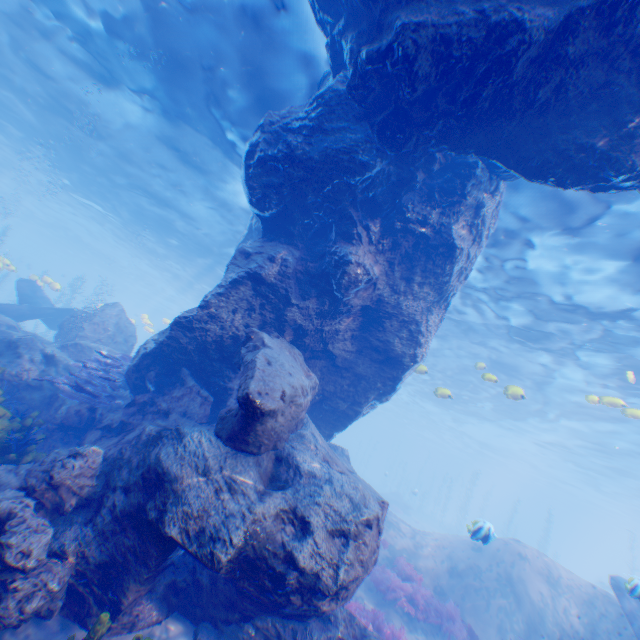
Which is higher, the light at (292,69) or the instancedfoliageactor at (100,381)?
the light at (292,69)

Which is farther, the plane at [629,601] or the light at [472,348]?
the light at [472,348]

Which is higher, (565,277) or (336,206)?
(565,277)

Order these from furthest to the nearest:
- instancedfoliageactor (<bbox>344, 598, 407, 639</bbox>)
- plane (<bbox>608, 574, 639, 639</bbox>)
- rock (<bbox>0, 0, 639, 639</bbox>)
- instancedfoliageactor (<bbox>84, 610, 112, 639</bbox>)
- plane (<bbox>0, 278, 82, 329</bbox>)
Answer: plane (<bbox>0, 278, 82, 329</bbox>) → instancedfoliageactor (<bbox>344, 598, 407, 639</bbox>) → plane (<bbox>608, 574, 639, 639</bbox>) → rock (<bbox>0, 0, 639, 639</bbox>) → instancedfoliageactor (<bbox>84, 610, 112, 639</bbox>)

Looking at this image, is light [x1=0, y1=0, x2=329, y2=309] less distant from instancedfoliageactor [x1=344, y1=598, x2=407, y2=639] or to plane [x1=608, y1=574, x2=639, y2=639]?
plane [x1=608, y1=574, x2=639, y2=639]

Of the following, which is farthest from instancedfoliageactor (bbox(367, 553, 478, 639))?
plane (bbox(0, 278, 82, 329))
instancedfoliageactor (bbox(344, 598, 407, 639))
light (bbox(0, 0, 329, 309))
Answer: plane (bbox(0, 278, 82, 329))

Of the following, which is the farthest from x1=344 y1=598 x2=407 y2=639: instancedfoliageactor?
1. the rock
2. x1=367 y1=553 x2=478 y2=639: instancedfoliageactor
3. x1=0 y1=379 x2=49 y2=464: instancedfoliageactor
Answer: x1=0 y1=379 x2=49 y2=464: instancedfoliageactor
